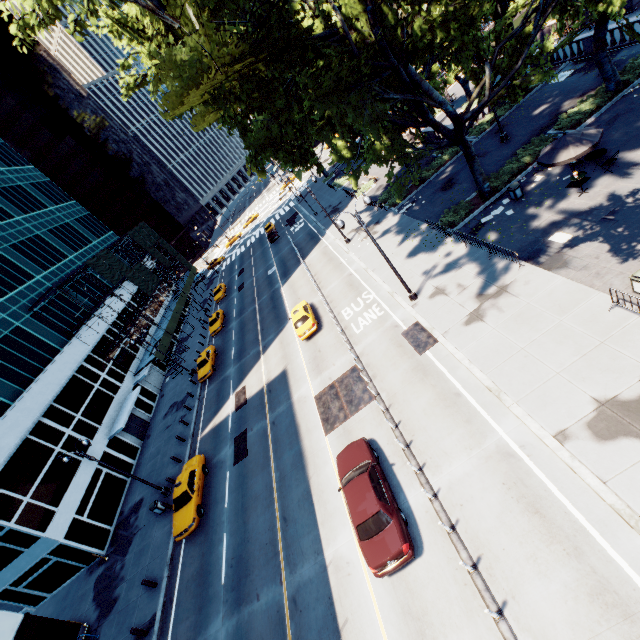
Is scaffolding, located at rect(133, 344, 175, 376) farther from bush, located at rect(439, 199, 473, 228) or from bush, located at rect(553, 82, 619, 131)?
bush, located at rect(553, 82, 619, 131)

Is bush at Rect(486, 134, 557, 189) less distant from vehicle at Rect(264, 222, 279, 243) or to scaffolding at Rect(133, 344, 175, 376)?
vehicle at Rect(264, 222, 279, 243)

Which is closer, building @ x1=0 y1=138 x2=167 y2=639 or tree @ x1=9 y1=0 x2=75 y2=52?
tree @ x1=9 y1=0 x2=75 y2=52

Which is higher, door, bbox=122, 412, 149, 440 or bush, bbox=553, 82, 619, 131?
door, bbox=122, 412, 149, 440

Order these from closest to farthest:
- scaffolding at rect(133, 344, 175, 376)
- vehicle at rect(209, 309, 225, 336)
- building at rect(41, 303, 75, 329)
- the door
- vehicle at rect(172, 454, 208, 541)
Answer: vehicle at rect(172, 454, 208, 541) < the door < building at rect(41, 303, 75, 329) < scaffolding at rect(133, 344, 175, 376) < vehicle at rect(209, 309, 225, 336)

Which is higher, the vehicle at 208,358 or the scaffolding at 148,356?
the scaffolding at 148,356

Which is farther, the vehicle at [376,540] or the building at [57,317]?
the building at [57,317]

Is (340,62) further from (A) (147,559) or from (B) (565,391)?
(A) (147,559)
